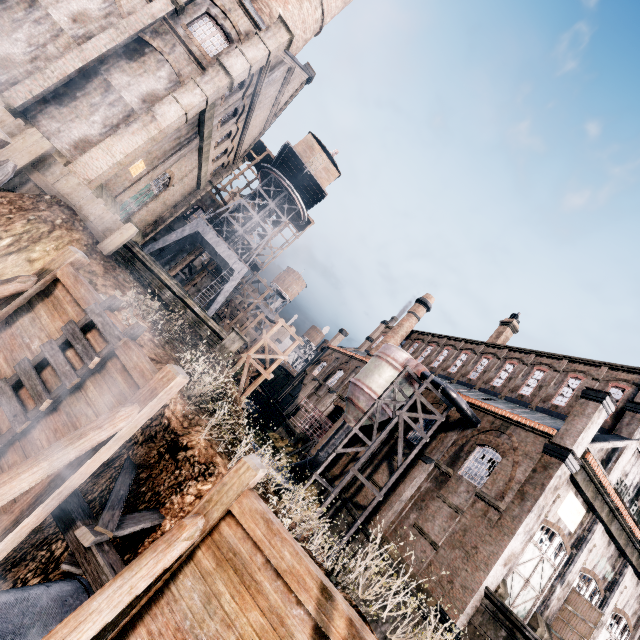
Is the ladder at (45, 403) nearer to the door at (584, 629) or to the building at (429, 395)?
the building at (429, 395)

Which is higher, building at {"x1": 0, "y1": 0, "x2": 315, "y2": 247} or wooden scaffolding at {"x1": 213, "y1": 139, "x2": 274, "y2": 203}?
wooden scaffolding at {"x1": 213, "y1": 139, "x2": 274, "y2": 203}

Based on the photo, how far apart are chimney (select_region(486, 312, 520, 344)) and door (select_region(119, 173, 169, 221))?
36.72m

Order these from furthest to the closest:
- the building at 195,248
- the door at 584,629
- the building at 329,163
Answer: the building at 195,248 < the building at 329,163 < the door at 584,629

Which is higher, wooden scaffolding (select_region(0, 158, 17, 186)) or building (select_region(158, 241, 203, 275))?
building (select_region(158, 241, 203, 275))

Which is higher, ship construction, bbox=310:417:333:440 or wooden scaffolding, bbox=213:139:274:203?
wooden scaffolding, bbox=213:139:274:203

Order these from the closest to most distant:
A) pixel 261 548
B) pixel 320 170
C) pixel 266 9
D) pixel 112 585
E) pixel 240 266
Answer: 1. pixel 112 585
2. pixel 261 548
3. pixel 266 9
4. pixel 320 170
5. pixel 240 266

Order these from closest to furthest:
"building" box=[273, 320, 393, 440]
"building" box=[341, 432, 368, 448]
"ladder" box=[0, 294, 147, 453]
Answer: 1. "ladder" box=[0, 294, 147, 453]
2. "building" box=[341, 432, 368, 448]
3. "building" box=[273, 320, 393, 440]
